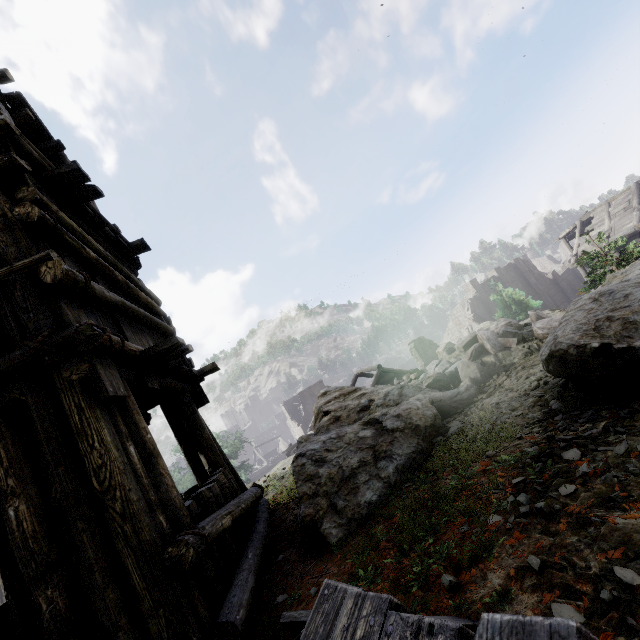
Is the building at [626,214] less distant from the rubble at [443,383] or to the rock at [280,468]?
the rock at [280,468]

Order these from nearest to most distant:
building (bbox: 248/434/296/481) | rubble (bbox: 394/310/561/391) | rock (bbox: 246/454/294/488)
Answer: rubble (bbox: 394/310/561/391)
rock (bbox: 246/454/294/488)
building (bbox: 248/434/296/481)

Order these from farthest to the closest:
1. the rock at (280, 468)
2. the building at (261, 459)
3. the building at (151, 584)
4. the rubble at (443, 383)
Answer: the building at (261, 459) → the rock at (280, 468) → the rubble at (443, 383) → the building at (151, 584)

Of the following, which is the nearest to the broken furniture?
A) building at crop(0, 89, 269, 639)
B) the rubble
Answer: building at crop(0, 89, 269, 639)

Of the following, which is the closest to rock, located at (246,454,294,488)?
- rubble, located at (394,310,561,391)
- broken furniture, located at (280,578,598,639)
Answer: rubble, located at (394,310,561,391)

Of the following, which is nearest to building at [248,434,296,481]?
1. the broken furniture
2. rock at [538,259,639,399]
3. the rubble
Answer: rock at [538,259,639,399]

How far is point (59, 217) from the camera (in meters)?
3.75

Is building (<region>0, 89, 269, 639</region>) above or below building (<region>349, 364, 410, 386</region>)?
above
